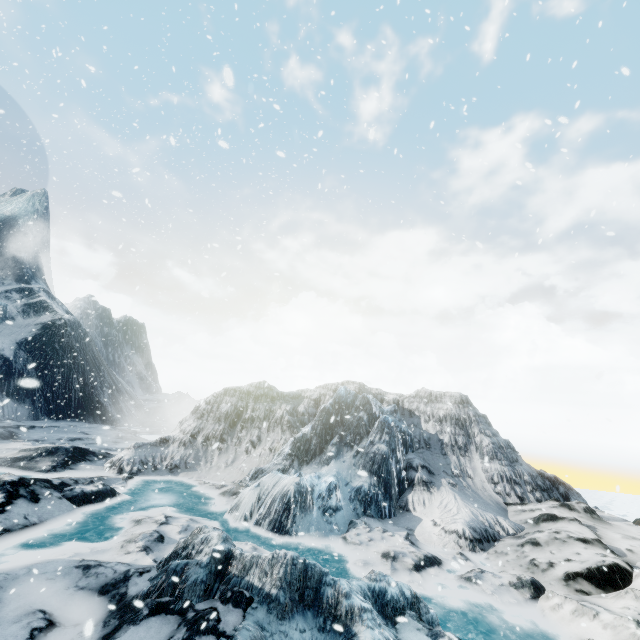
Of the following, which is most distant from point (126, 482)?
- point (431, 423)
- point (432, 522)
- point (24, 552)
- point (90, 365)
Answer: point (90, 365)
